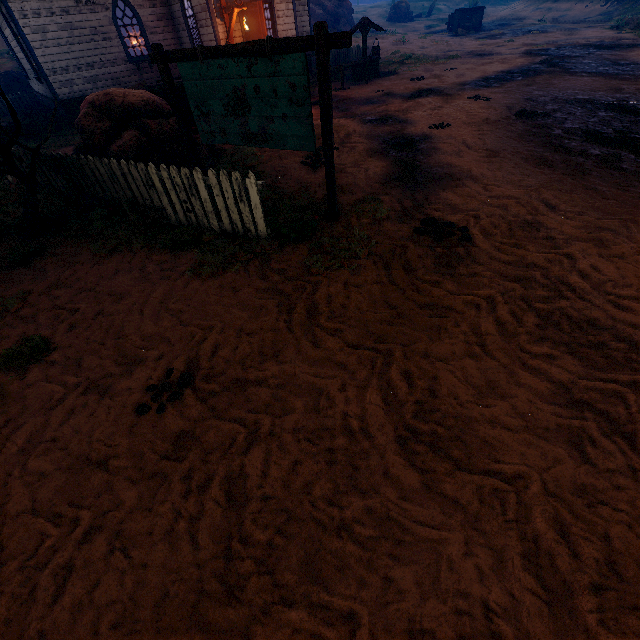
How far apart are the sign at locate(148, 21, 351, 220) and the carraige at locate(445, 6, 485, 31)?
41.27m

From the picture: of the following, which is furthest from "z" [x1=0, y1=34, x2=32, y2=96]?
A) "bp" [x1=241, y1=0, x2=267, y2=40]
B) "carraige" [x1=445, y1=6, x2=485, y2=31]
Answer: "carraige" [x1=445, y1=6, x2=485, y2=31]

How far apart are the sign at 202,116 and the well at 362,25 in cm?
1432

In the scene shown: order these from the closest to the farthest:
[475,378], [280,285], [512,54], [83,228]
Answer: [475,378]
[280,285]
[83,228]
[512,54]

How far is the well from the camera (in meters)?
15.06

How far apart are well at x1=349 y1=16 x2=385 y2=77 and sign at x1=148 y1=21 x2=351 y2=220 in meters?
14.3

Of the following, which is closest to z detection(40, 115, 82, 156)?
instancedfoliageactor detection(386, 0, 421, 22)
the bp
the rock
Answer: the bp

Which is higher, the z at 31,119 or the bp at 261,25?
the bp at 261,25
